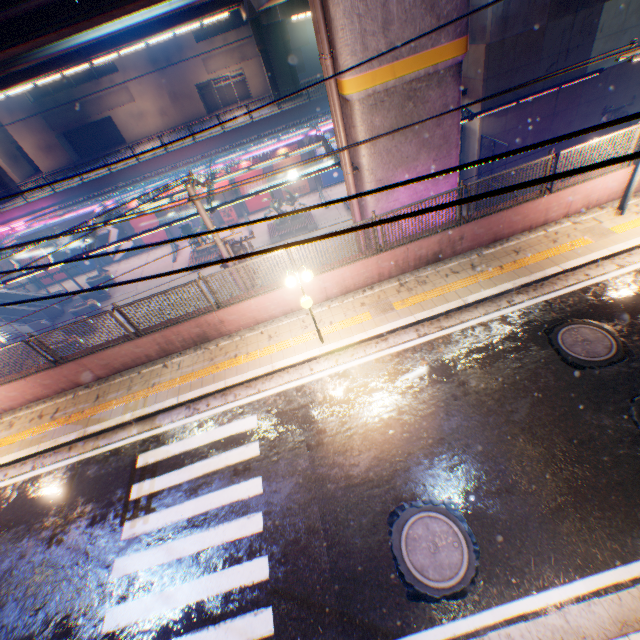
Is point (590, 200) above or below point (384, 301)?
above

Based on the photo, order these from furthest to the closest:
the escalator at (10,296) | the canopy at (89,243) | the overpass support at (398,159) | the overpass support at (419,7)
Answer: the escalator at (10,296) < the canopy at (89,243) < the overpass support at (398,159) < the overpass support at (419,7)

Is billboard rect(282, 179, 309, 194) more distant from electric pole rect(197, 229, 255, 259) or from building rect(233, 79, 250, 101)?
building rect(233, 79, 250, 101)

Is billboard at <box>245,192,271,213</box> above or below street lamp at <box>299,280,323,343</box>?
below

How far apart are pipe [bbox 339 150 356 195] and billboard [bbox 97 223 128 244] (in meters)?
26.70

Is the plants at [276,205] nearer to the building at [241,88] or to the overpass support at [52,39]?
the overpass support at [52,39]

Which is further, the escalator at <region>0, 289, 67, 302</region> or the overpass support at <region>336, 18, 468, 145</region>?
the escalator at <region>0, 289, 67, 302</region>

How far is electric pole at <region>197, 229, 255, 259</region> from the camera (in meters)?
10.34
